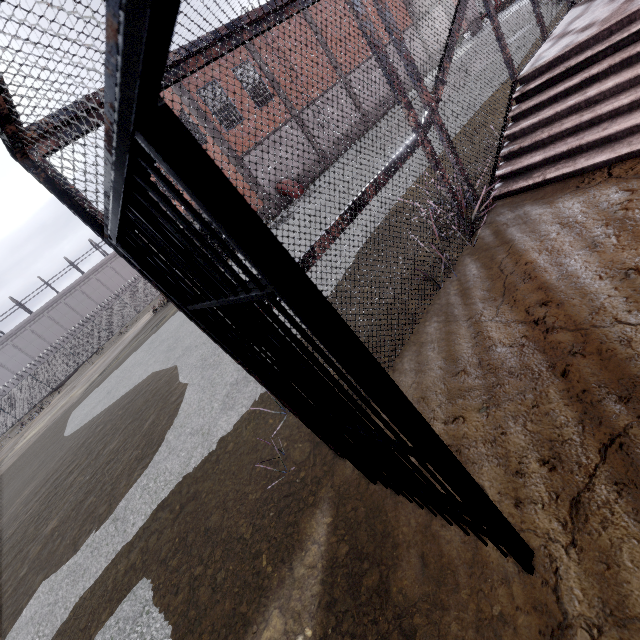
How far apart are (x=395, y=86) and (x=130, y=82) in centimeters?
A: 348cm

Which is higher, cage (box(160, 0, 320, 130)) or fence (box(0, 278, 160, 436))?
cage (box(160, 0, 320, 130))

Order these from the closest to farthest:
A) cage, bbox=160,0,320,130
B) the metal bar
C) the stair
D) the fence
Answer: the metal bar → cage, bbox=160,0,320,130 → the stair → the fence

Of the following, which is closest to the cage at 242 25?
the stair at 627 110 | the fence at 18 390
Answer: the stair at 627 110

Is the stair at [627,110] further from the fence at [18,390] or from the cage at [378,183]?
the fence at [18,390]

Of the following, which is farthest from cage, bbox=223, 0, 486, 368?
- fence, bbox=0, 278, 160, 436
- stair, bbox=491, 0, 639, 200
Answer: fence, bbox=0, 278, 160, 436
